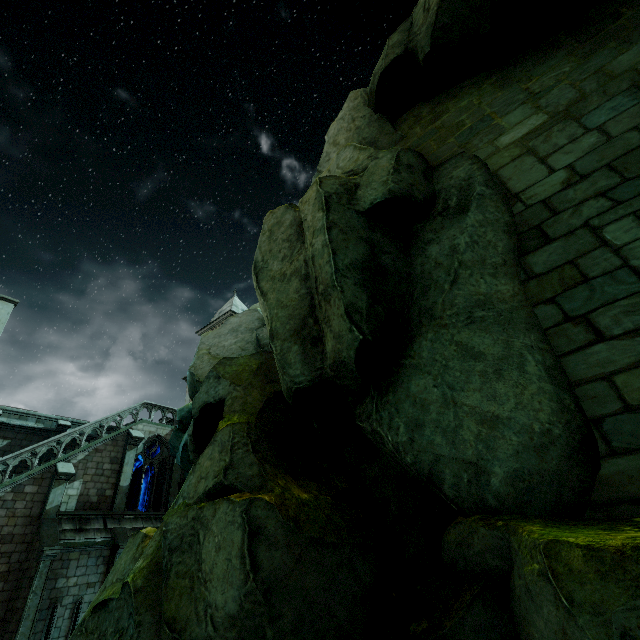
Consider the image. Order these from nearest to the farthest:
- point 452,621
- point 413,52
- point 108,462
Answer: point 452,621
point 413,52
point 108,462

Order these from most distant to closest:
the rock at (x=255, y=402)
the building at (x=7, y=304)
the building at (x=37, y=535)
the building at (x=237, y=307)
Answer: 1. the building at (x=237, y=307)
2. the building at (x=7, y=304)
3. the building at (x=37, y=535)
4. the rock at (x=255, y=402)

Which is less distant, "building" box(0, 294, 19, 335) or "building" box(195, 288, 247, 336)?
"building" box(0, 294, 19, 335)

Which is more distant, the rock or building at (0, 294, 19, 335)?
building at (0, 294, 19, 335)

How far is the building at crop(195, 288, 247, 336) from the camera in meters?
33.9 m

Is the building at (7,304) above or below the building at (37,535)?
above
